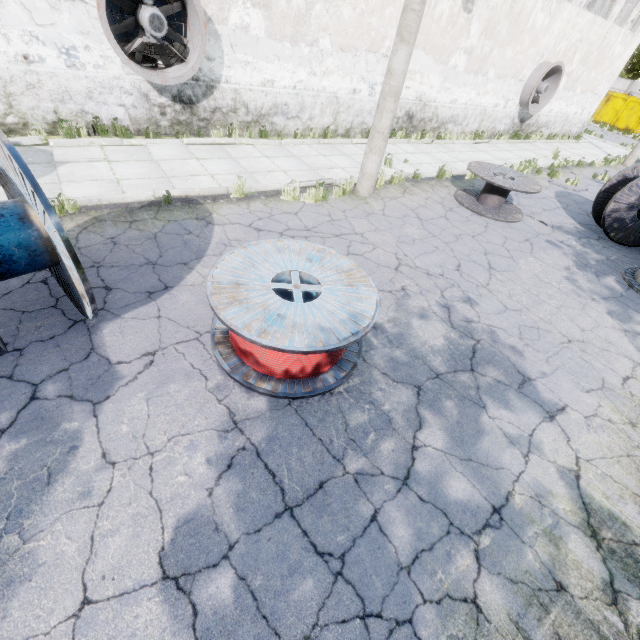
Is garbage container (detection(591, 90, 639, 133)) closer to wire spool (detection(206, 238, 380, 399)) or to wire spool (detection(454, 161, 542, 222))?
wire spool (detection(454, 161, 542, 222))

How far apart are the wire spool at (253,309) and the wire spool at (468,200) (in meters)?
6.27

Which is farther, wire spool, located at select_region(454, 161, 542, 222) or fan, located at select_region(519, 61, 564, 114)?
fan, located at select_region(519, 61, 564, 114)

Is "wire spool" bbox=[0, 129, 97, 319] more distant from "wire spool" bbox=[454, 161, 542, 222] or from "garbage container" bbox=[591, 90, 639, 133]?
"garbage container" bbox=[591, 90, 639, 133]

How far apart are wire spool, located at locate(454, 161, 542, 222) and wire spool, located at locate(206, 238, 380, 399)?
6.3 meters

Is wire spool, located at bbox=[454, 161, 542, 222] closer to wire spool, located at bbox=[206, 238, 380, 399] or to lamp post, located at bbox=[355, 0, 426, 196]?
lamp post, located at bbox=[355, 0, 426, 196]

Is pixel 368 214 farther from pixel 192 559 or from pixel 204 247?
pixel 192 559

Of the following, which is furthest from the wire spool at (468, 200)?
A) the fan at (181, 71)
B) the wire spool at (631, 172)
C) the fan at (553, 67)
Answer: the fan at (553, 67)
